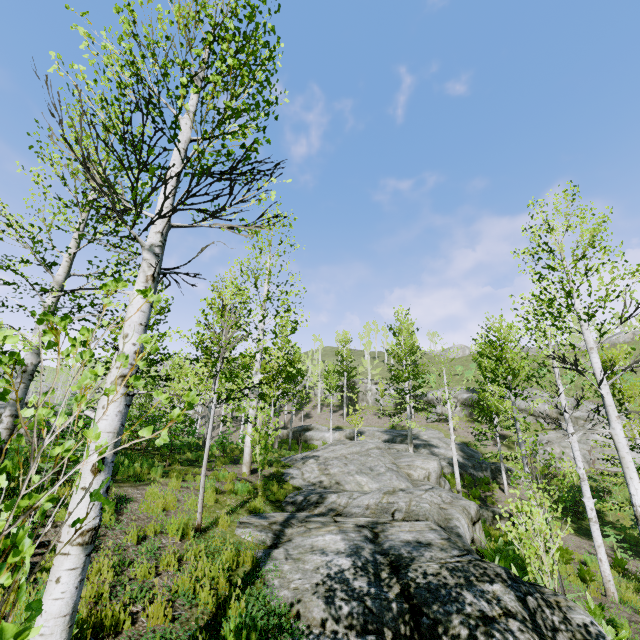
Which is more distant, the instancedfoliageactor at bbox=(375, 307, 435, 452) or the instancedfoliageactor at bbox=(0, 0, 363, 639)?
the instancedfoliageactor at bbox=(375, 307, 435, 452)

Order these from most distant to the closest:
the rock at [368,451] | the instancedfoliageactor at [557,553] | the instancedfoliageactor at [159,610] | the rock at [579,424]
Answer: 1. the rock at [579,424]
2. the instancedfoliageactor at [557,553]
3. the rock at [368,451]
4. the instancedfoliageactor at [159,610]

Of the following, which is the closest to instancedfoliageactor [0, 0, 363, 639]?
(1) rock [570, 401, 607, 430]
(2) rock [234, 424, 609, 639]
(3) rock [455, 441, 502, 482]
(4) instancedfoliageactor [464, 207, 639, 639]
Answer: (2) rock [234, 424, 609, 639]

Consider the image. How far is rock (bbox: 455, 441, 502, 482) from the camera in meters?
21.1 m

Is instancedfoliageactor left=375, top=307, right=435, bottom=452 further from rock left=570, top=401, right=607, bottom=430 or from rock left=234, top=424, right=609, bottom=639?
rock left=570, top=401, right=607, bottom=430

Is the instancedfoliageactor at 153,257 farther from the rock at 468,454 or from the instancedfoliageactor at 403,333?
the rock at 468,454

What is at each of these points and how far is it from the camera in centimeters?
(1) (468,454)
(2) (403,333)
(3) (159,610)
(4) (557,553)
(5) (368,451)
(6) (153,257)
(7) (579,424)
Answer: (1) rock, 2486cm
(2) instancedfoliageactor, 3975cm
(3) instancedfoliageactor, 376cm
(4) instancedfoliageactor, 699cm
(5) rock, 1725cm
(6) instancedfoliageactor, 285cm
(7) rock, 2592cm

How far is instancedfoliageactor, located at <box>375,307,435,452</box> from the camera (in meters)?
22.80
